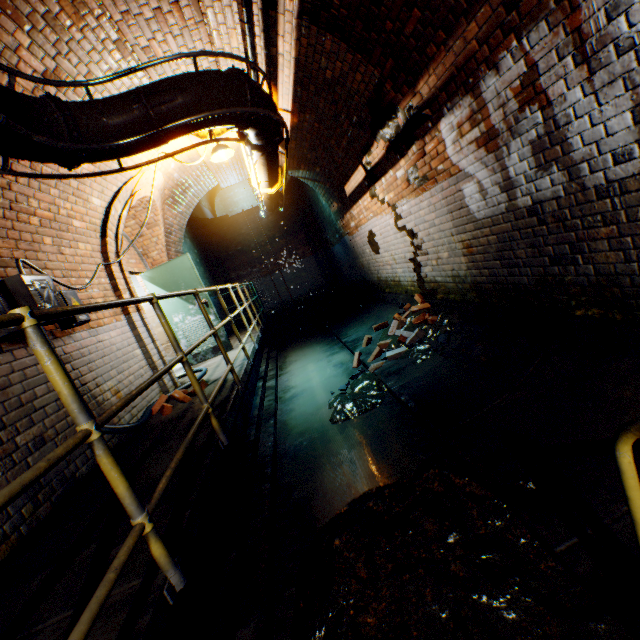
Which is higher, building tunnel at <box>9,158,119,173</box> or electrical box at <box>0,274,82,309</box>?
building tunnel at <box>9,158,119,173</box>

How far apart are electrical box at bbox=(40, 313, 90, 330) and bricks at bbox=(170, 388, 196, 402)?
1.3m

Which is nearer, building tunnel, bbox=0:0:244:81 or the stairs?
the stairs

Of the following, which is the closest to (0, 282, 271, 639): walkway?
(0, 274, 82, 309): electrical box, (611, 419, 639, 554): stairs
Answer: (0, 274, 82, 309): electrical box

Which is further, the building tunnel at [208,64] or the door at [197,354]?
the door at [197,354]

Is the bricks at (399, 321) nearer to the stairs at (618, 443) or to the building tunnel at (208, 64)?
the building tunnel at (208, 64)

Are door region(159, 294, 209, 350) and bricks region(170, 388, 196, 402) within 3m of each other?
yes

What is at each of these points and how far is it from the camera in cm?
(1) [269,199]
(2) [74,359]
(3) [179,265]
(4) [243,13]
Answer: (1) pipe, 682
(2) building tunnel, 341
(3) door, 632
(4) pipe, 294
